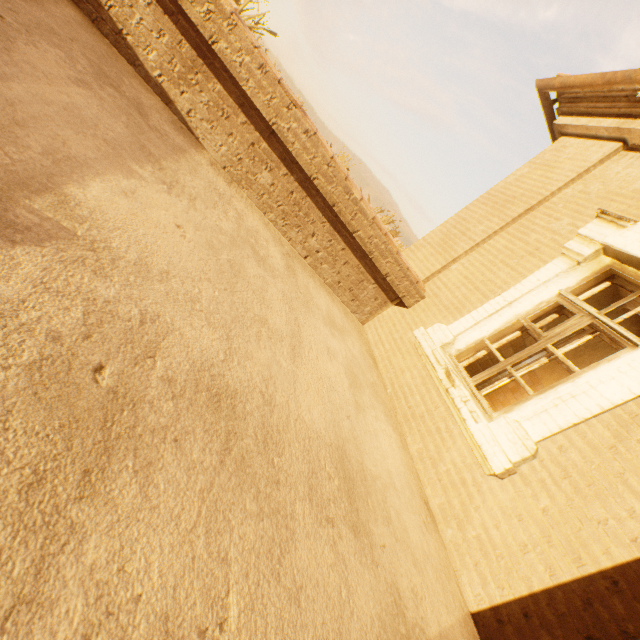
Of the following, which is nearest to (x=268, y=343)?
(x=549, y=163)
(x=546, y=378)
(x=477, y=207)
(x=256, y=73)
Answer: (x=256, y=73)
